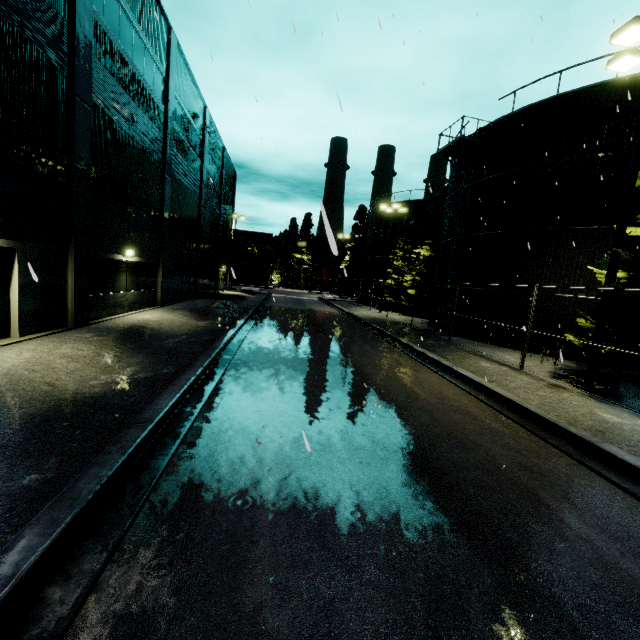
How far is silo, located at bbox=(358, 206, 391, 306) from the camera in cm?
3788

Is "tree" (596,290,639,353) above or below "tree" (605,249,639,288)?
below

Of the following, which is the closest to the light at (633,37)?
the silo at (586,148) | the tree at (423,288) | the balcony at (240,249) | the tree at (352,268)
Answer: the silo at (586,148)

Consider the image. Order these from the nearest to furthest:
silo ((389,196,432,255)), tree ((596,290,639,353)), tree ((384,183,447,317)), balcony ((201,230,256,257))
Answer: tree ((596,290,639,353)) < balcony ((201,230,256,257)) < tree ((384,183,447,317)) < silo ((389,196,432,255))

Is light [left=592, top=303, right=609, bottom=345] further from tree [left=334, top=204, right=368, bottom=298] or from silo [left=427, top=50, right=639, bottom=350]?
tree [left=334, top=204, right=368, bottom=298]

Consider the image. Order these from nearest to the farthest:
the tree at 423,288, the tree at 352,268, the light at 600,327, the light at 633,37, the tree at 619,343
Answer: the light at 633,37
the tree at 619,343
the light at 600,327
the tree at 423,288
the tree at 352,268

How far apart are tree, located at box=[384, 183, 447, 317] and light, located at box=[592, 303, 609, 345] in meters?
21.9

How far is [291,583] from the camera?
2.79m
